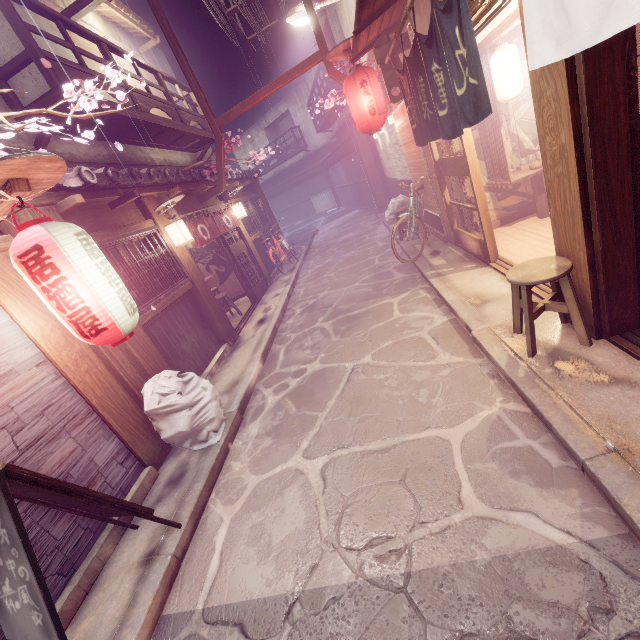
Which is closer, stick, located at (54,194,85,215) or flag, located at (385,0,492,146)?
flag, located at (385,0,492,146)

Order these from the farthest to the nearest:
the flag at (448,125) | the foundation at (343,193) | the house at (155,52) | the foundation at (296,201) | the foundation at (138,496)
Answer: the foundation at (296,201)
the foundation at (343,193)
the house at (155,52)
the foundation at (138,496)
the flag at (448,125)

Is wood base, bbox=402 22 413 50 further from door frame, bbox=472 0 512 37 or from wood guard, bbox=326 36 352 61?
wood guard, bbox=326 36 352 61

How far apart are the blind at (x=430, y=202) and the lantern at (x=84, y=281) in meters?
10.3 m

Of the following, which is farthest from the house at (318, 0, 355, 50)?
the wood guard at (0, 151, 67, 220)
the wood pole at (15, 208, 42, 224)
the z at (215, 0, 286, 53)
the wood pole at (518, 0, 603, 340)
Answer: the wood guard at (0, 151, 67, 220)

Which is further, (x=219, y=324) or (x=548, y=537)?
(x=219, y=324)

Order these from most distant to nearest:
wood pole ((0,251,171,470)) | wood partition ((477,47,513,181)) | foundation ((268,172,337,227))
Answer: foundation ((268,172,337,227)), wood partition ((477,47,513,181)), wood pole ((0,251,171,470))

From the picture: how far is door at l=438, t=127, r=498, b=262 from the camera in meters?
8.0 m
